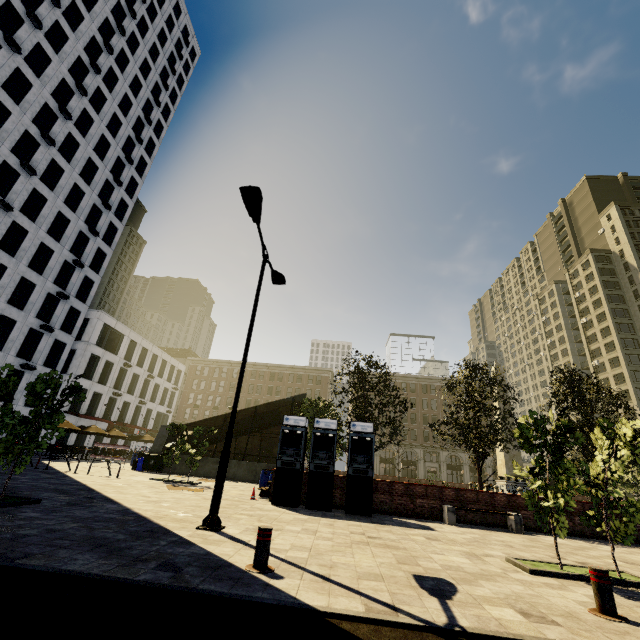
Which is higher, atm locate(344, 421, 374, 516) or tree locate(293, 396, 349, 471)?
tree locate(293, 396, 349, 471)

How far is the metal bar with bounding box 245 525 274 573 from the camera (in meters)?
4.82

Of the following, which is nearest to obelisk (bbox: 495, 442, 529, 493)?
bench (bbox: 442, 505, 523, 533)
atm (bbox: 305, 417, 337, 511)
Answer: bench (bbox: 442, 505, 523, 533)

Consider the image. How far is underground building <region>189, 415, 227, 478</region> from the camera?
22.64m

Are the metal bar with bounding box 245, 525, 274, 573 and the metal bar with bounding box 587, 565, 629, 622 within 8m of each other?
yes

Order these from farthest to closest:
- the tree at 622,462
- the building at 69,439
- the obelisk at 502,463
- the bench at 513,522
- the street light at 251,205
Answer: the building at 69,439 < the obelisk at 502,463 < the bench at 513,522 < the street light at 251,205 < the tree at 622,462

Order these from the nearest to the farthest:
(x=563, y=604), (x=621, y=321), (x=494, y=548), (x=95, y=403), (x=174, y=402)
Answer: (x=563, y=604), (x=494, y=548), (x=95, y=403), (x=174, y=402), (x=621, y=321)

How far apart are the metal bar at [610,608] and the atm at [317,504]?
7.90m
